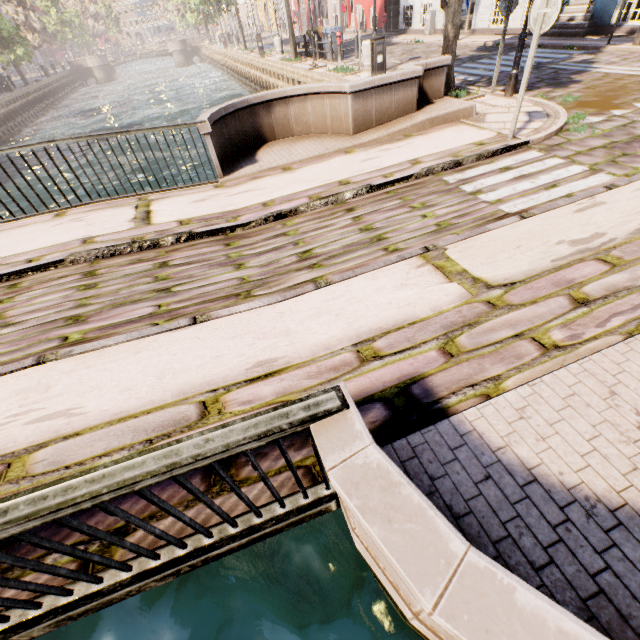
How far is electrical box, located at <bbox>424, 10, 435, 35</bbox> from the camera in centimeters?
1816cm

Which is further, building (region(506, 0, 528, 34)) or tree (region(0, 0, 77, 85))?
tree (region(0, 0, 77, 85))

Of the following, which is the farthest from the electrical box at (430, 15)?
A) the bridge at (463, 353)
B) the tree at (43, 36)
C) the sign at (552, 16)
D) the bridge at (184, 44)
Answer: the bridge at (184, 44)

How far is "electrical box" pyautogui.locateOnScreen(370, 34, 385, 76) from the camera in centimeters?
943cm

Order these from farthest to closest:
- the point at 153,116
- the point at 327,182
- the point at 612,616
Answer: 1. the point at 153,116
2. the point at 327,182
3. the point at 612,616

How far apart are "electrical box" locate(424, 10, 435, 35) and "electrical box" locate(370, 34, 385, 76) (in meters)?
12.98

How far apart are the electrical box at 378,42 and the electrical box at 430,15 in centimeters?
1298cm

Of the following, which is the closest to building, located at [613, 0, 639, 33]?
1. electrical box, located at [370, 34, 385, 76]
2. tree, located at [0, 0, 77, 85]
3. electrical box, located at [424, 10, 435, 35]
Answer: electrical box, located at [424, 10, 435, 35]
